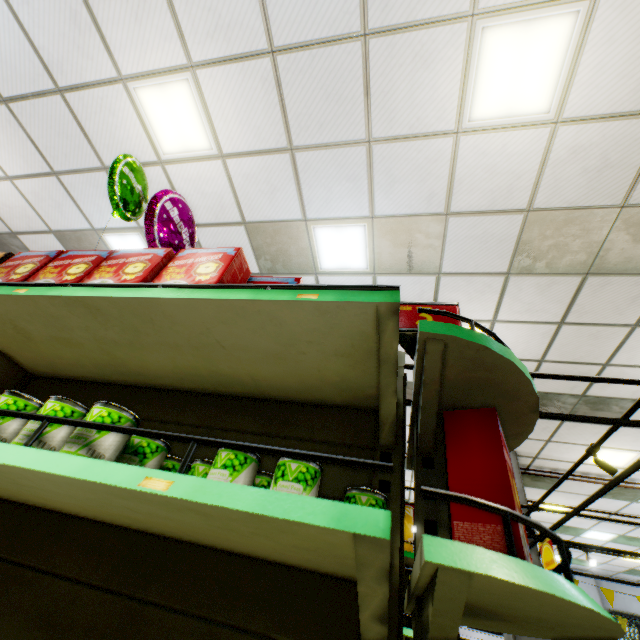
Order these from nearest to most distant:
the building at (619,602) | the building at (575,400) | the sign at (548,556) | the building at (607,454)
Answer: the sign at (548,556) < the building at (575,400) < the building at (607,454) < the building at (619,602)

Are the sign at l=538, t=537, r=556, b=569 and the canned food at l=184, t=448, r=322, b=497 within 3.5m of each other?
no

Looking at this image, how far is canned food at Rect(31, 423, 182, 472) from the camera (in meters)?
0.85

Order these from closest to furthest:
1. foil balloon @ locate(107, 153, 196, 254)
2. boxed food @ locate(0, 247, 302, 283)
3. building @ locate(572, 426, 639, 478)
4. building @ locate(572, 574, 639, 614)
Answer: boxed food @ locate(0, 247, 302, 283) → foil balloon @ locate(107, 153, 196, 254) → building @ locate(572, 426, 639, 478) → building @ locate(572, 574, 639, 614)

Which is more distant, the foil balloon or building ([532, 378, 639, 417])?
building ([532, 378, 639, 417])

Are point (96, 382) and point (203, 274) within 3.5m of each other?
yes

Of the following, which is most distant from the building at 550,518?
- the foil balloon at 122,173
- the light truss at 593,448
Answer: the foil balloon at 122,173
